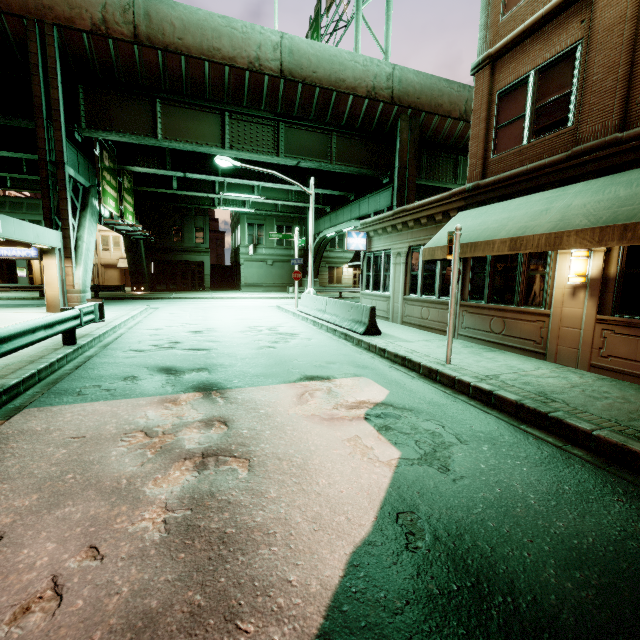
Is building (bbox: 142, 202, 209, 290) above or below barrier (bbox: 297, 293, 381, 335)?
above

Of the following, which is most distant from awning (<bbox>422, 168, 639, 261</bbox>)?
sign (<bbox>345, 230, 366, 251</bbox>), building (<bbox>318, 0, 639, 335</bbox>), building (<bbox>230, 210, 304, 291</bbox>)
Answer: building (<bbox>230, 210, 304, 291</bbox>)

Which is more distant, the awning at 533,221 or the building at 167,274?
the building at 167,274

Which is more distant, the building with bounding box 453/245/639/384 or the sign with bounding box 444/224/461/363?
the sign with bounding box 444/224/461/363

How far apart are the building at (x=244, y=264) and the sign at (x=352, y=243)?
24.8m

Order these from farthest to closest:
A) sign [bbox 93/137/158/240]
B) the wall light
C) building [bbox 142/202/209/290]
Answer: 1. building [bbox 142/202/209/290]
2. sign [bbox 93/137/158/240]
3. the wall light

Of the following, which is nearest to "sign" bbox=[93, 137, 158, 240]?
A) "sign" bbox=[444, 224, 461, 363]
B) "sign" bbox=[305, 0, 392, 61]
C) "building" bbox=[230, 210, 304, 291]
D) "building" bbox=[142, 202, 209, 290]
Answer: "building" bbox=[142, 202, 209, 290]

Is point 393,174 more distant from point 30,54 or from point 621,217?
point 30,54
